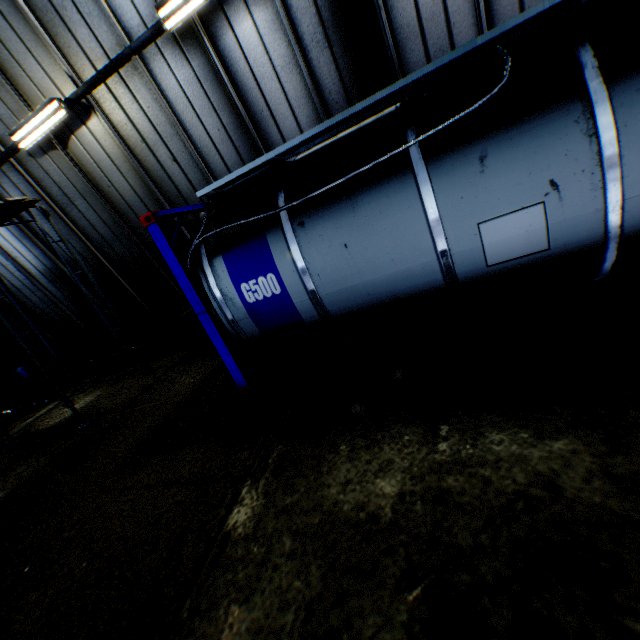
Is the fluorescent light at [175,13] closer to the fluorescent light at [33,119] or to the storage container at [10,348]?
the fluorescent light at [33,119]

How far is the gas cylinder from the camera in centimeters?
1014cm

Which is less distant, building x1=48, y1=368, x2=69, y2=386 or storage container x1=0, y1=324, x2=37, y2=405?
storage container x1=0, y1=324, x2=37, y2=405

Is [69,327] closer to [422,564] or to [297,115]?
[297,115]

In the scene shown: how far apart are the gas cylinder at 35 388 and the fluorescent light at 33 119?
6.7m

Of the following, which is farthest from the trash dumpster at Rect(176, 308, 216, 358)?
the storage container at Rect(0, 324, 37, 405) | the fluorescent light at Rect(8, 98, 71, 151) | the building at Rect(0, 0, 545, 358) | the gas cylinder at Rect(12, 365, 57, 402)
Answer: the storage container at Rect(0, 324, 37, 405)

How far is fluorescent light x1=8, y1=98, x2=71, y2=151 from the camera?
6.4m

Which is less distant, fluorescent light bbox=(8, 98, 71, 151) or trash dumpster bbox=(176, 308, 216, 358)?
fluorescent light bbox=(8, 98, 71, 151)
